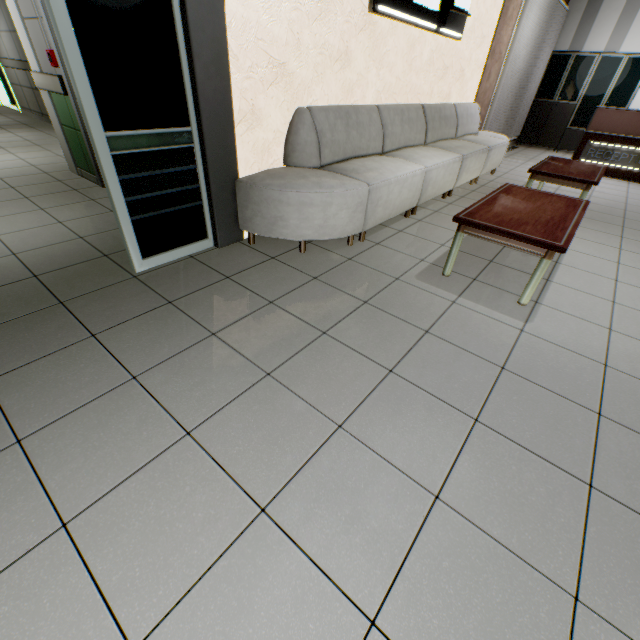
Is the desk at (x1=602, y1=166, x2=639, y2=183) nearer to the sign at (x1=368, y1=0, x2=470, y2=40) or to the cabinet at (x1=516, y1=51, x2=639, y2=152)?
the cabinet at (x1=516, y1=51, x2=639, y2=152)

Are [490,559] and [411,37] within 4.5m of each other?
no

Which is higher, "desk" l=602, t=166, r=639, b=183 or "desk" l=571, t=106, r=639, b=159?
"desk" l=571, t=106, r=639, b=159

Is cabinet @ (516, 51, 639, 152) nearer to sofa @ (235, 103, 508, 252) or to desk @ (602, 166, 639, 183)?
desk @ (602, 166, 639, 183)

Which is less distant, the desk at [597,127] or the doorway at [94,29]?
the doorway at [94,29]

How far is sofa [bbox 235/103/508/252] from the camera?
2.73m

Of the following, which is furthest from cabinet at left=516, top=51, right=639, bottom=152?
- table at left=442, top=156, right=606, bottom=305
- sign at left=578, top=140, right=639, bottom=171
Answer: table at left=442, top=156, right=606, bottom=305

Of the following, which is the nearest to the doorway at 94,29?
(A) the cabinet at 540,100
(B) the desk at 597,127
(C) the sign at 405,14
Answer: (C) the sign at 405,14
